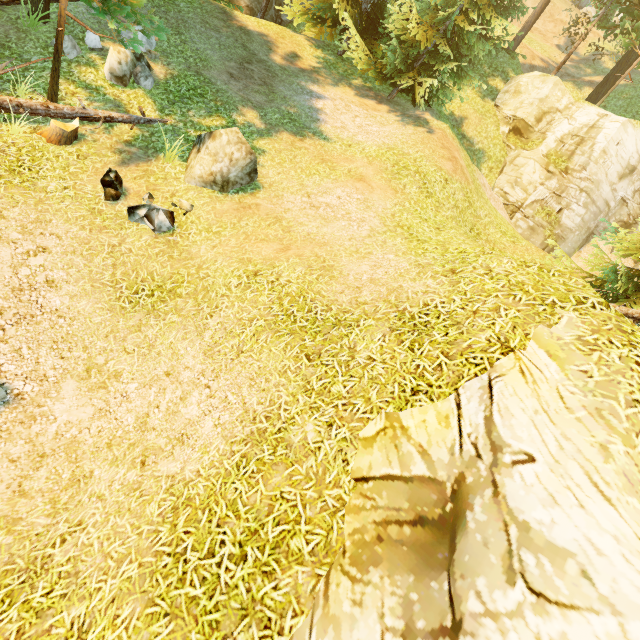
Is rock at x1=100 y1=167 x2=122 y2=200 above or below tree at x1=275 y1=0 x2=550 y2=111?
below

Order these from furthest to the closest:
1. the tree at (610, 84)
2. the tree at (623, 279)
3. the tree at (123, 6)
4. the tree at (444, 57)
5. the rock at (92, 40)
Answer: the tree at (610, 84) < the tree at (444, 57) < the rock at (92, 40) < the tree at (623, 279) < the tree at (123, 6)

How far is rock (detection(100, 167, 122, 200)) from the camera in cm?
736

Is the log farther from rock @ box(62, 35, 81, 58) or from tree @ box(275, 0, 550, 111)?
rock @ box(62, 35, 81, 58)

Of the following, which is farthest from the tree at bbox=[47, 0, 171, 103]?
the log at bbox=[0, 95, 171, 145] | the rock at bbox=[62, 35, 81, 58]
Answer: the rock at bbox=[62, 35, 81, 58]

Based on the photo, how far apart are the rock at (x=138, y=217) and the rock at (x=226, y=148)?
1.0 meters

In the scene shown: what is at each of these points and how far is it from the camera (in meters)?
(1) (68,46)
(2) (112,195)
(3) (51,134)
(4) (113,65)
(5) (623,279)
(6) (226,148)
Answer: (1) rock, 9.61
(2) rock, 7.49
(3) log, 7.88
(4) rock, 9.41
(5) tree, 9.48
(6) rock, 8.09

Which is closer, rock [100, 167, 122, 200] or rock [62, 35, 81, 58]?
rock [100, 167, 122, 200]
